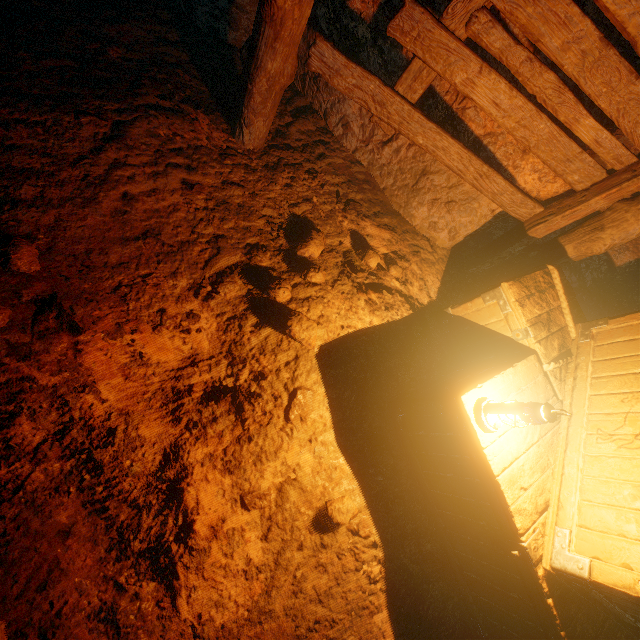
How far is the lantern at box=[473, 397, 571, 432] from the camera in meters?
1.8

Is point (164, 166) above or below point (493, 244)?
below

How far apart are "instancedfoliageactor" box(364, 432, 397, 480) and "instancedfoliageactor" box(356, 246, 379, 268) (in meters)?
1.59

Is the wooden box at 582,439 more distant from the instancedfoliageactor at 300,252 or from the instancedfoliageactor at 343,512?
the instancedfoliageactor at 300,252

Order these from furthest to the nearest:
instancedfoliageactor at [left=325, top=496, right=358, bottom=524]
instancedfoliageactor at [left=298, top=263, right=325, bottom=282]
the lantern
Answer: instancedfoliageactor at [left=298, top=263, right=325, bottom=282], instancedfoliageactor at [left=325, top=496, right=358, bottom=524], the lantern

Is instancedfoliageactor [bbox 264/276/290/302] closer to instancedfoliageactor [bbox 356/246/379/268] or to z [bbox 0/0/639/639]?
z [bbox 0/0/639/639]

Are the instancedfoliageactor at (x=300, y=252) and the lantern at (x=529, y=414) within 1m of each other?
no

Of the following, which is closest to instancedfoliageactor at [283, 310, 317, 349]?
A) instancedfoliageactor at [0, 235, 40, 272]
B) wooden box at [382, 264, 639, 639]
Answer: wooden box at [382, 264, 639, 639]
